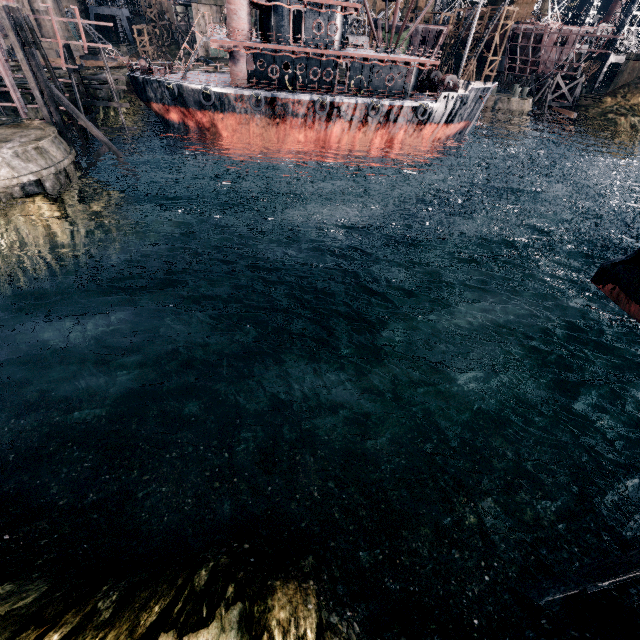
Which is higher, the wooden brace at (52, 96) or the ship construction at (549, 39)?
the ship construction at (549, 39)

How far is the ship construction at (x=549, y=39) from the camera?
51.9 meters

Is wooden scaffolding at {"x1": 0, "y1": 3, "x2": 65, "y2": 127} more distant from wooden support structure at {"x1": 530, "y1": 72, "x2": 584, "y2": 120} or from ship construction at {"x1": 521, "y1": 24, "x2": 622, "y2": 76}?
ship construction at {"x1": 521, "y1": 24, "x2": 622, "y2": 76}

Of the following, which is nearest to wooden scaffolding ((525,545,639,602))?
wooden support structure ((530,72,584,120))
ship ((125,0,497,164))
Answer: ship ((125,0,497,164))

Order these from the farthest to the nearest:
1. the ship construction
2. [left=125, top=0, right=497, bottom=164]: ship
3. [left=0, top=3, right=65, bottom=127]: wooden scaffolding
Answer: the ship construction < [left=125, top=0, right=497, bottom=164]: ship < [left=0, top=3, right=65, bottom=127]: wooden scaffolding

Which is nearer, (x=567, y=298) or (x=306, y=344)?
(x=306, y=344)

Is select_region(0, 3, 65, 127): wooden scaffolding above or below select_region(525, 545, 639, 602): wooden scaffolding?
above

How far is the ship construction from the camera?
51.94m
